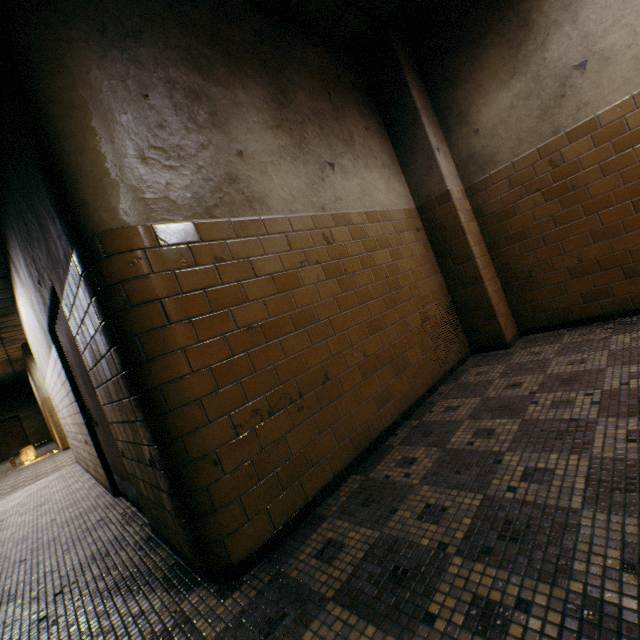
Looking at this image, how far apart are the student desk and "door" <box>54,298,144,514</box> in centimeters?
1114cm

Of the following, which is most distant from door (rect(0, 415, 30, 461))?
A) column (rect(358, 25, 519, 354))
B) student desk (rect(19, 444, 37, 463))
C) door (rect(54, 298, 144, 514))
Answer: column (rect(358, 25, 519, 354))

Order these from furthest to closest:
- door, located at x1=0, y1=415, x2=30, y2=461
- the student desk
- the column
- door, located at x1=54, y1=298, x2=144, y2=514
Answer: door, located at x1=0, y1=415, x2=30, y2=461, the student desk, the column, door, located at x1=54, y1=298, x2=144, y2=514

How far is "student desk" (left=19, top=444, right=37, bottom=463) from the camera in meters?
11.5

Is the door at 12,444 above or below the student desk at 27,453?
above

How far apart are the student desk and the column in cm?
1488

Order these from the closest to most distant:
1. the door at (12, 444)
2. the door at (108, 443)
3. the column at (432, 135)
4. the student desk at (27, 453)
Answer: the door at (108, 443)
the column at (432, 135)
the student desk at (27, 453)
the door at (12, 444)

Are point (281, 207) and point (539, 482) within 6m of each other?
yes
